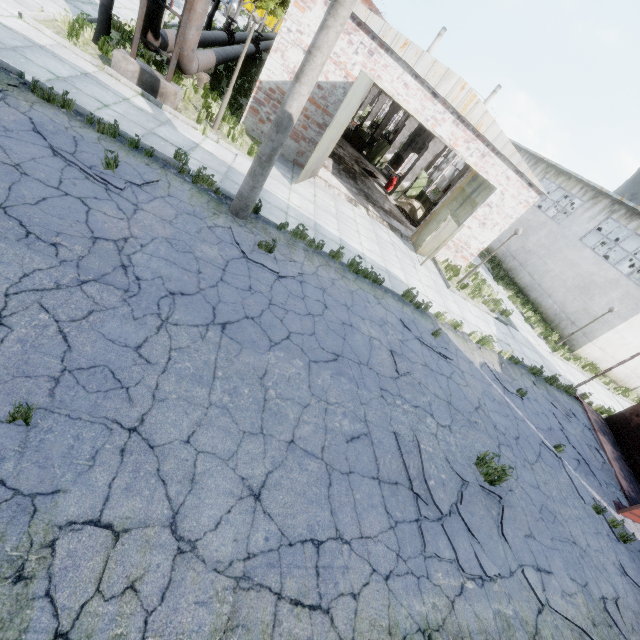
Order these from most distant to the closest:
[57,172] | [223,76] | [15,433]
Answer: [223,76]
[57,172]
[15,433]

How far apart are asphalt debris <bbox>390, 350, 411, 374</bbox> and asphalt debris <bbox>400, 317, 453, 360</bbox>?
1.35m

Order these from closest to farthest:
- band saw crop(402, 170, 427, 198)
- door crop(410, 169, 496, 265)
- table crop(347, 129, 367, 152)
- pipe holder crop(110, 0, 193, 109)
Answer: pipe holder crop(110, 0, 193, 109) → door crop(410, 169, 496, 265) → band saw crop(402, 170, 427, 198) → table crop(347, 129, 367, 152)

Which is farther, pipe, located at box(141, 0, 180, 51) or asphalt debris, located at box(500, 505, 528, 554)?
pipe, located at box(141, 0, 180, 51)

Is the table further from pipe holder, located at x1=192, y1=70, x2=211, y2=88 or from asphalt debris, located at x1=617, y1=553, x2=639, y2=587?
asphalt debris, located at x1=617, y1=553, x2=639, y2=587

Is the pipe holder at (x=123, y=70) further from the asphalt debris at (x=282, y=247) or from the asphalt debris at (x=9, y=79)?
the asphalt debris at (x=282, y=247)

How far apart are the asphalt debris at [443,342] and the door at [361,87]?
6.1m

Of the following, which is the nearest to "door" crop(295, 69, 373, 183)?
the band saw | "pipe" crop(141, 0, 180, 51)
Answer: "pipe" crop(141, 0, 180, 51)
